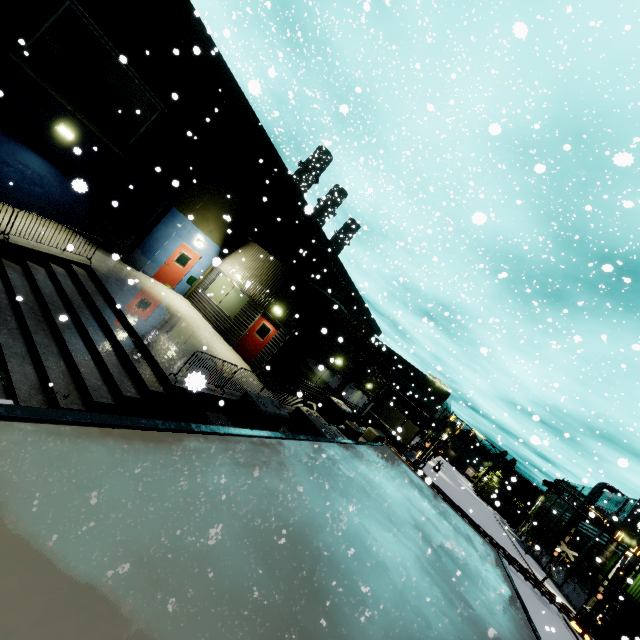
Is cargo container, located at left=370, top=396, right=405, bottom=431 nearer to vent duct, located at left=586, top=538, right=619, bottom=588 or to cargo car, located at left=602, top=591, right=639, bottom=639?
cargo car, located at left=602, top=591, right=639, bottom=639

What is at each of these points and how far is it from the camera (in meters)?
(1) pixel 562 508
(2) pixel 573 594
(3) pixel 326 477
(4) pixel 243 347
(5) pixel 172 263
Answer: (1) building, 57.12
(2) building, 37.88
(3) semi trailer, 2.73
(4) door, 16.02
(5) door, 17.00

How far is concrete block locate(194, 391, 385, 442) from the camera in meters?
9.9

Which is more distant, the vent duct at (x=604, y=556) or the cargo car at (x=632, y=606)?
the vent duct at (x=604, y=556)

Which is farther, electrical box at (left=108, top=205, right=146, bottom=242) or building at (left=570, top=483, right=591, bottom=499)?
building at (left=570, top=483, right=591, bottom=499)

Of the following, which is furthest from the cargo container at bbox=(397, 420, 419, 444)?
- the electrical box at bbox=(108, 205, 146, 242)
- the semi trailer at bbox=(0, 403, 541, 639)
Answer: the electrical box at bbox=(108, 205, 146, 242)

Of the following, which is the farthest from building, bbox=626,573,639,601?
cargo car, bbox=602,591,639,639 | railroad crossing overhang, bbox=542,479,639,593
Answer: railroad crossing overhang, bbox=542,479,639,593

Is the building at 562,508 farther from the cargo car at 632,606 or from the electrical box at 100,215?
the cargo car at 632,606
